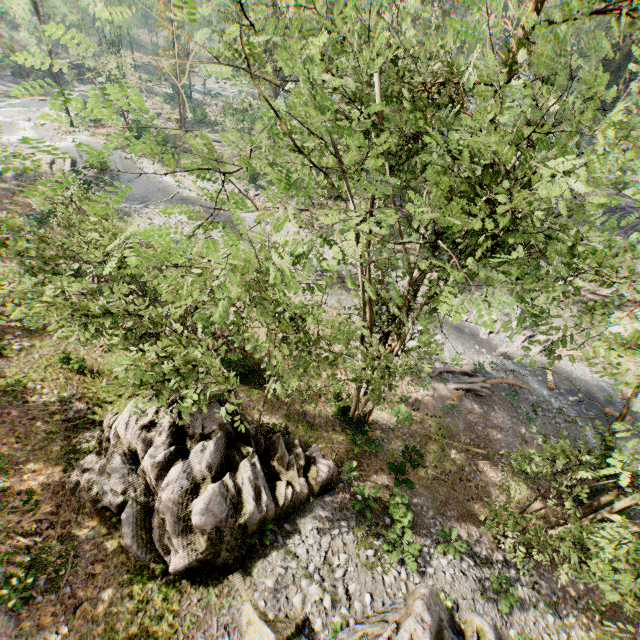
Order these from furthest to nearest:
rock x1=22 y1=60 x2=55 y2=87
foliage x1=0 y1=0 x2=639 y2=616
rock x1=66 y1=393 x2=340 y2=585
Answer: rock x1=22 y1=60 x2=55 y2=87 < rock x1=66 y1=393 x2=340 y2=585 < foliage x1=0 y1=0 x2=639 y2=616

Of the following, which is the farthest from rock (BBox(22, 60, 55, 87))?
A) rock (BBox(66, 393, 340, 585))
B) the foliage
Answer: rock (BBox(66, 393, 340, 585))

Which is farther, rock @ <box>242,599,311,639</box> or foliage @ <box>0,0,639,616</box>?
rock @ <box>242,599,311,639</box>

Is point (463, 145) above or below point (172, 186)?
above

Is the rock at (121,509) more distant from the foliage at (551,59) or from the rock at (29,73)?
the rock at (29,73)

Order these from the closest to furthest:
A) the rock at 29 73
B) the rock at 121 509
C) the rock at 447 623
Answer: the rock at 447 623 → the rock at 121 509 → the rock at 29 73

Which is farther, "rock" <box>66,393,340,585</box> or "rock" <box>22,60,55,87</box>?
"rock" <box>22,60,55,87</box>

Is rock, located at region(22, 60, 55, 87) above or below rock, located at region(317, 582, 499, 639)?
below
